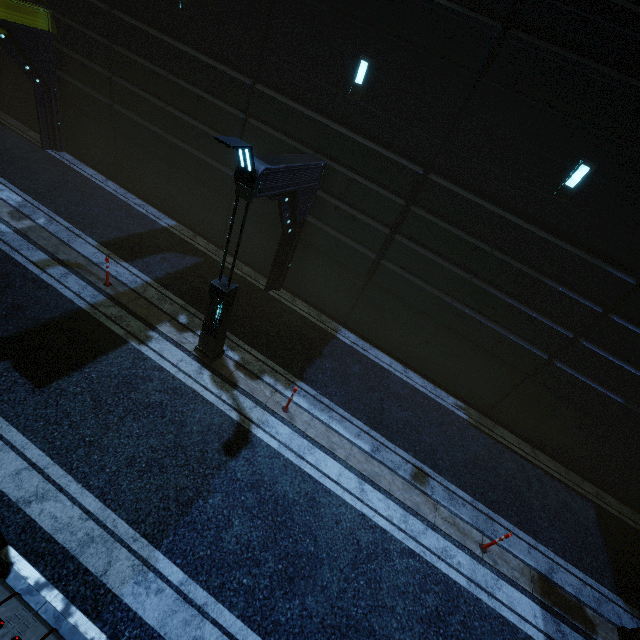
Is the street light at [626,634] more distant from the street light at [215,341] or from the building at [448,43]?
the street light at [215,341]

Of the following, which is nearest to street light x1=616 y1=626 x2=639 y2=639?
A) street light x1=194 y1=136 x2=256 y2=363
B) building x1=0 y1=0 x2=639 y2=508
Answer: building x1=0 y1=0 x2=639 y2=508

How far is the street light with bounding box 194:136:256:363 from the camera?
5.5m

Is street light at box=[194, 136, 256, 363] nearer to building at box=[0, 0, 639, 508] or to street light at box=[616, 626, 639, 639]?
building at box=[0, 0, 639, 508]

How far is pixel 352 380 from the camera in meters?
10.3 m

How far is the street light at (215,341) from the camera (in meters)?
5.52

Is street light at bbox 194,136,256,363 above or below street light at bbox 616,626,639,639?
above
